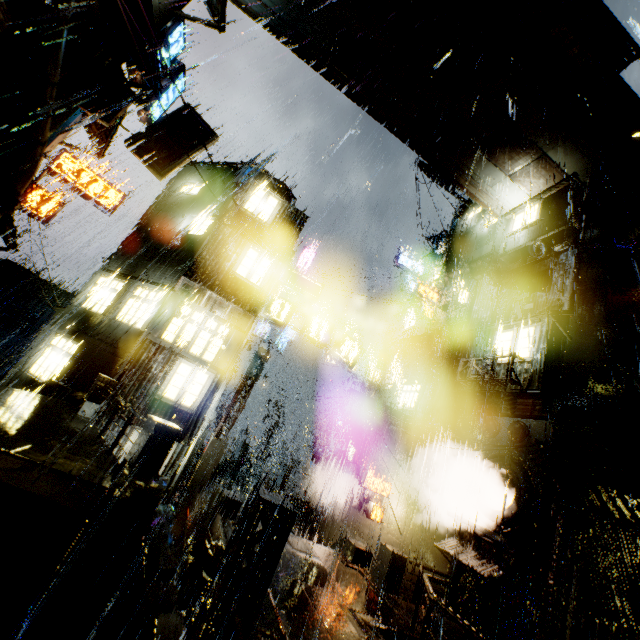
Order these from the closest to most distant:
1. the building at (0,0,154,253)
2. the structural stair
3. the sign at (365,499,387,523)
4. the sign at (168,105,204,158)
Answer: the structural stair → the building at (0,0,154,253) → the sign at (168,105,204,158) → the sign at (365,499,387,523)

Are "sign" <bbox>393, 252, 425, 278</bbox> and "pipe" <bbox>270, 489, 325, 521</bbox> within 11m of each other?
no

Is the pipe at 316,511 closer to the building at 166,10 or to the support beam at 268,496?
the building at 166,10

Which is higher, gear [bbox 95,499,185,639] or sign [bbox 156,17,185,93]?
sign [bbox 156,17,185,93]

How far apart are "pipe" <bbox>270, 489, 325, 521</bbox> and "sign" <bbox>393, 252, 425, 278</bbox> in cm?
2048

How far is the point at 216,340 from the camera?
14.6m

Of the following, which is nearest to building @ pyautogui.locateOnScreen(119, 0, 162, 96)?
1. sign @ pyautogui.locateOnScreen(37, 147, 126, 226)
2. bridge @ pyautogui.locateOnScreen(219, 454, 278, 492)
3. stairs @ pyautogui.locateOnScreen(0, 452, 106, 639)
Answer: bridge @ pyautogui.locateOnScreen(219, 454, 278, 492)

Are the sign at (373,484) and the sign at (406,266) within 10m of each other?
no
